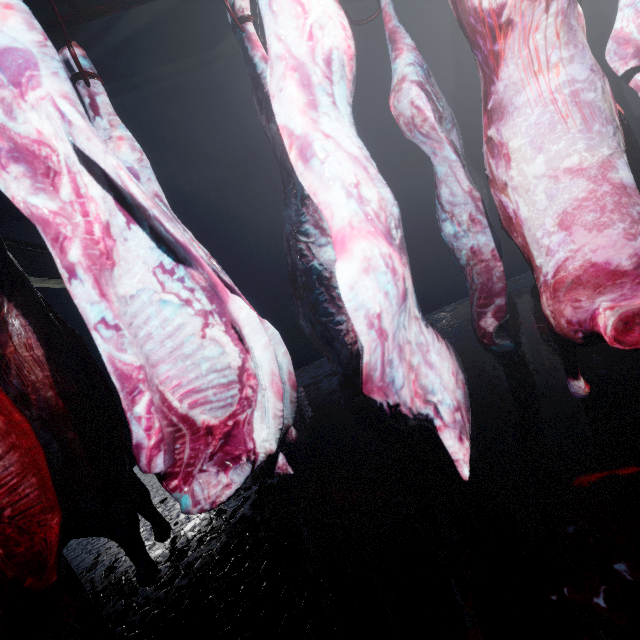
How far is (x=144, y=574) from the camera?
1.2m

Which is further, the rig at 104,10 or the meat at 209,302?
the rig at 104,10

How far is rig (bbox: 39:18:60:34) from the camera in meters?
1.3

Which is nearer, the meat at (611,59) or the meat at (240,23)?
the meat at (240,23)

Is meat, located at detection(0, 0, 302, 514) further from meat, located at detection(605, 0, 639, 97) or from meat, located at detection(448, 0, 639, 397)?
meat, located at detection(605, 0, 639, 97)

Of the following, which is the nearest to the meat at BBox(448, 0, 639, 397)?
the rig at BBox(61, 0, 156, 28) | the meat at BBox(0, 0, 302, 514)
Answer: the rig at BBox(61, 0, 156, 28)

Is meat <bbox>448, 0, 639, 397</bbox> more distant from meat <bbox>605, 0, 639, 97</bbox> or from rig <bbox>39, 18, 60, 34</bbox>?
meat <bbox>605, 0, 639, 97</bbox>
